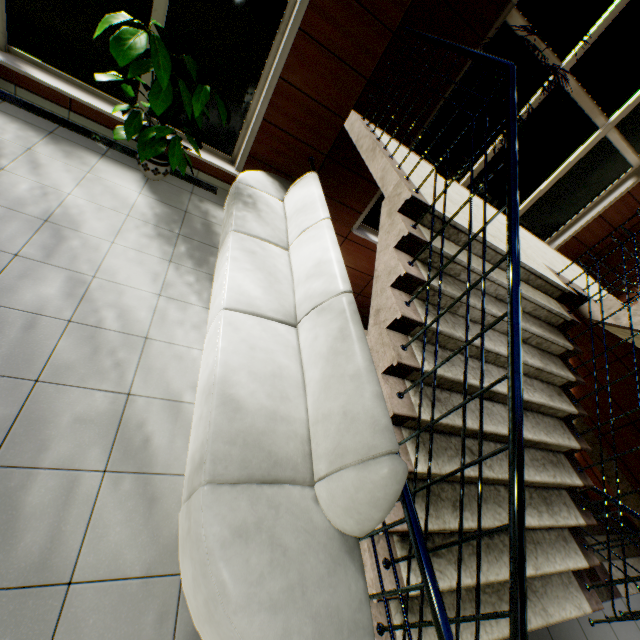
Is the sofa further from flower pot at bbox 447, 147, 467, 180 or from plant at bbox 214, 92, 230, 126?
flower pot at bbox 447, 147, 467, 180

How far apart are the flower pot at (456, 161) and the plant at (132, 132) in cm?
273

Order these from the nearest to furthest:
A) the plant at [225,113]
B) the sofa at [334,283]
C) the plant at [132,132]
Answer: the sofa at [334,283] → the plant at [132,132] → the plant at [225,113]

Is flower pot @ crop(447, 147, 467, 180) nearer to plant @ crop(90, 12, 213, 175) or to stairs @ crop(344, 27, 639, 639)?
stairs @ crop(344, 27, 639, 639)

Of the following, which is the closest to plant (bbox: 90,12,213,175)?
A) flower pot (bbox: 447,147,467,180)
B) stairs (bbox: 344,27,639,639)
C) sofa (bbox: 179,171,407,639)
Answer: sofa (bbox: 179,171,407,639)

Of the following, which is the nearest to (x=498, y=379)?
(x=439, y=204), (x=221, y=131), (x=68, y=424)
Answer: (x=439, y=204)

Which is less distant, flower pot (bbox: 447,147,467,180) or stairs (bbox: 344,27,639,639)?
stairs (bbox: 344,27,639,639)

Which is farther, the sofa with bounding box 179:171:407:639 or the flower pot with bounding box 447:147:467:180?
the flower pot with bounding box 447:147:467:180
